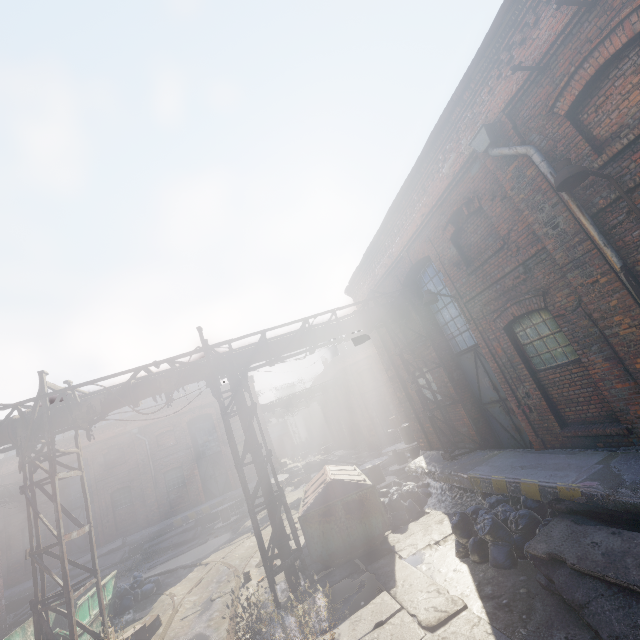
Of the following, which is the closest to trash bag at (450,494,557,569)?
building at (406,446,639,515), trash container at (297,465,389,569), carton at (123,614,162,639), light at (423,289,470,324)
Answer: building at (406,446,639,515)

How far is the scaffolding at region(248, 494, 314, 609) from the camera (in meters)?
7.33

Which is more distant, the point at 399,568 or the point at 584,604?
the point at 399,568

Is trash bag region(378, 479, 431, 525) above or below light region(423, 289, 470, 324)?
below

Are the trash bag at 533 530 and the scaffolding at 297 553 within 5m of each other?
yes

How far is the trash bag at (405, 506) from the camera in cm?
941

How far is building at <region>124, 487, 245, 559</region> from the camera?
20.1 meters
